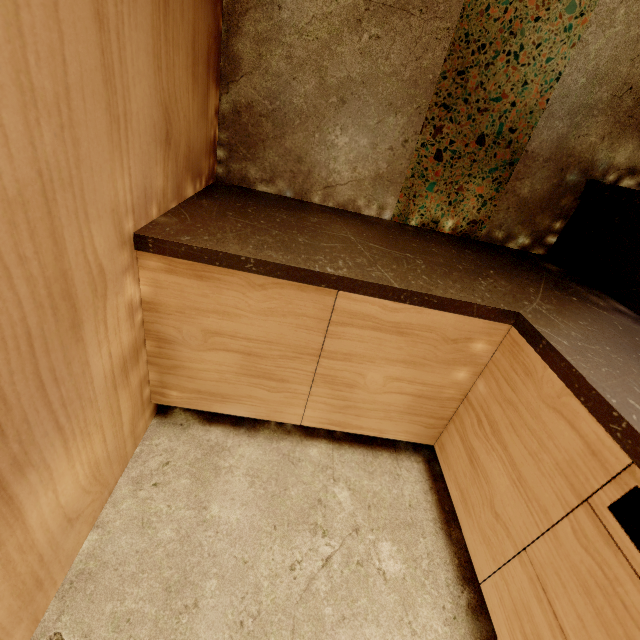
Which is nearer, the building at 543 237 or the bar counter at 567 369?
the bar counter at 567 369

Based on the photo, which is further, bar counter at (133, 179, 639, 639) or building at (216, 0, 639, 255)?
building at (216, 0, 639, 255)

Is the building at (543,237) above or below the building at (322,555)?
above

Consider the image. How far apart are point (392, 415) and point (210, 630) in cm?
85

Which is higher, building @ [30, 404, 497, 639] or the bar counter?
the bar counter

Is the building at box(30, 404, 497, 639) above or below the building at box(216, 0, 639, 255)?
below
